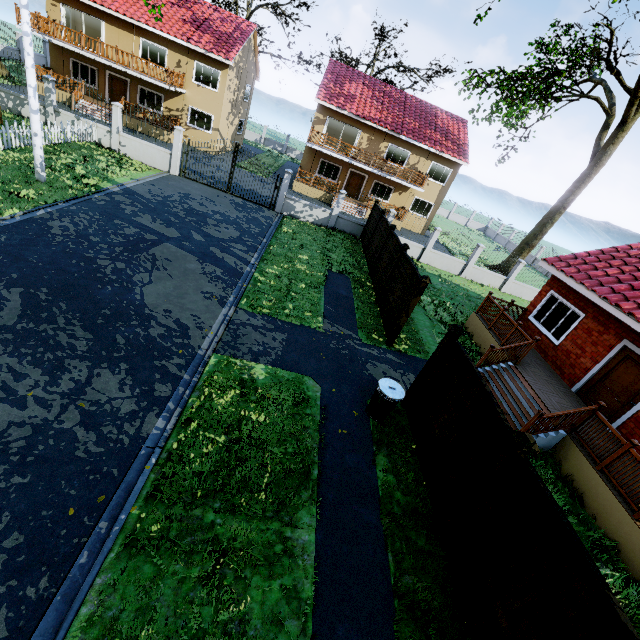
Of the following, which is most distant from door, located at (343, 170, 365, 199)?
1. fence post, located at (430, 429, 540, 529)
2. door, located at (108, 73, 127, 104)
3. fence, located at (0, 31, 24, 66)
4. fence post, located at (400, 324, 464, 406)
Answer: fence post, located at (430, 429, 540, 529)

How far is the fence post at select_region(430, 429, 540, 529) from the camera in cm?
456

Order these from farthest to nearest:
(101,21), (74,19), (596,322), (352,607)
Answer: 1. (74,19)
2. (101,21)
3. (596,322)
4. (352,607)

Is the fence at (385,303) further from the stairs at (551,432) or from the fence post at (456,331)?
the stairs at (551,432)

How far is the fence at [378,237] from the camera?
15.4m

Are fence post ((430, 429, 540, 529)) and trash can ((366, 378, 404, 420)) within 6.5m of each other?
yes

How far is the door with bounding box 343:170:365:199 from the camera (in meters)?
27.98

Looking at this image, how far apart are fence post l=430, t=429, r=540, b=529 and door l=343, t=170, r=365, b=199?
27.1 meters
